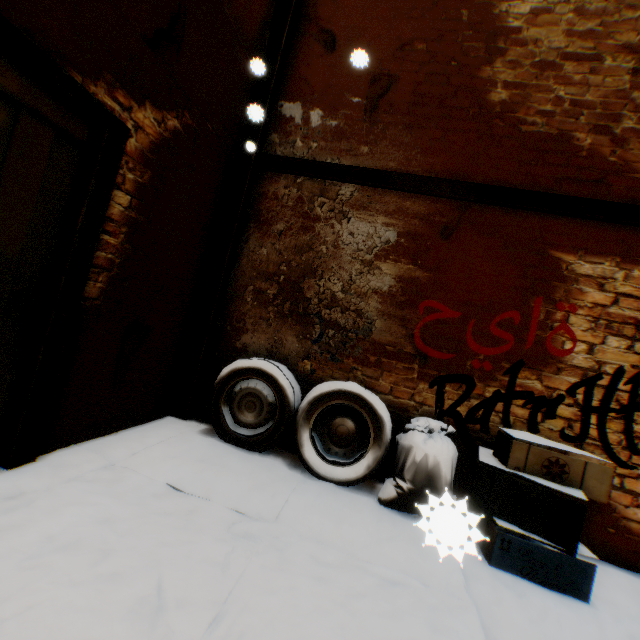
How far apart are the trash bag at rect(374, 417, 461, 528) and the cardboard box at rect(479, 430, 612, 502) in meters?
0.1 m

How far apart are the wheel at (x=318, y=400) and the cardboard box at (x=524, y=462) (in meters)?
0.43

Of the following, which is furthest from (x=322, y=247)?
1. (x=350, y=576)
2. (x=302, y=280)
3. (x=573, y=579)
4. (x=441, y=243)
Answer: (x=573, y=579)

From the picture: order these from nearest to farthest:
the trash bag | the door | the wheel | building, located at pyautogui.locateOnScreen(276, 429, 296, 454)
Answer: the trash bag, the door, the wheel, building, located at pyautogui.locateOnScreen(276, 429, 296, 454)

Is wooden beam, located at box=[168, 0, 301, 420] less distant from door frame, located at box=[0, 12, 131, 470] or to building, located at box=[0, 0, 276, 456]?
building, located at box=[0, 0, 276, 456]

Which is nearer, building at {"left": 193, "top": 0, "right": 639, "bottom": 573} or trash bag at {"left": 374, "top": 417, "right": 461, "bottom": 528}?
trash bag at {"left": 374, "top": 417, "right": 461, "bottom": 528}

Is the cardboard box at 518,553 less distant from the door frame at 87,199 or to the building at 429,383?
the building at 429,383
